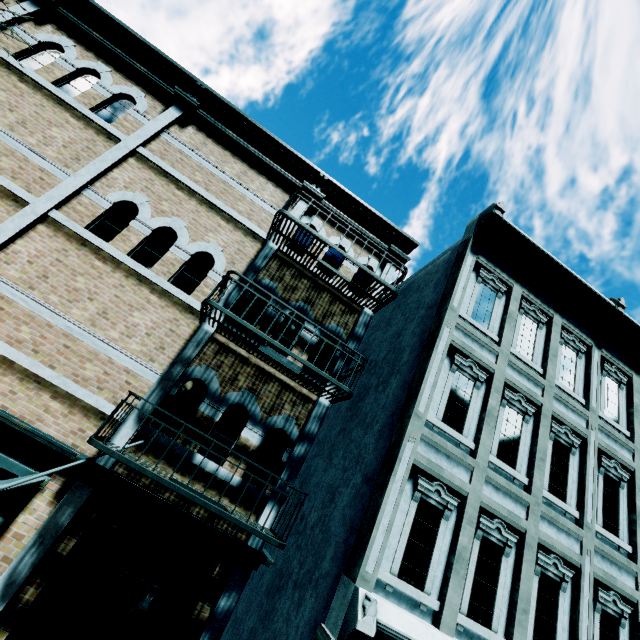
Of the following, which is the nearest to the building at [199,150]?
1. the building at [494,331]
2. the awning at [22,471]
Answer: the awning at [22,471]

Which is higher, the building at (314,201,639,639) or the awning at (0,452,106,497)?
the building at (314,201,639,639)

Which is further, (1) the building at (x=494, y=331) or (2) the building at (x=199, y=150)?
(1) the building at (x=494, y=331)

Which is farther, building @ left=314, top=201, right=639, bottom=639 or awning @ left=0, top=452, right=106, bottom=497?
building @ left=314, top=201, right=639, bottom=639

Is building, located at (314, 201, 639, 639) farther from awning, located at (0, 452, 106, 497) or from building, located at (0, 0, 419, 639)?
awning, located at (0, 452, 106, 497)

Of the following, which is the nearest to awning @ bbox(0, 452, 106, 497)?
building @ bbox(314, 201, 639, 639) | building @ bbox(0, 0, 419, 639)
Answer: building @ bbox(0, 0, 419, 639)

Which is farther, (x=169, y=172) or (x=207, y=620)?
(x=169, y=172)
